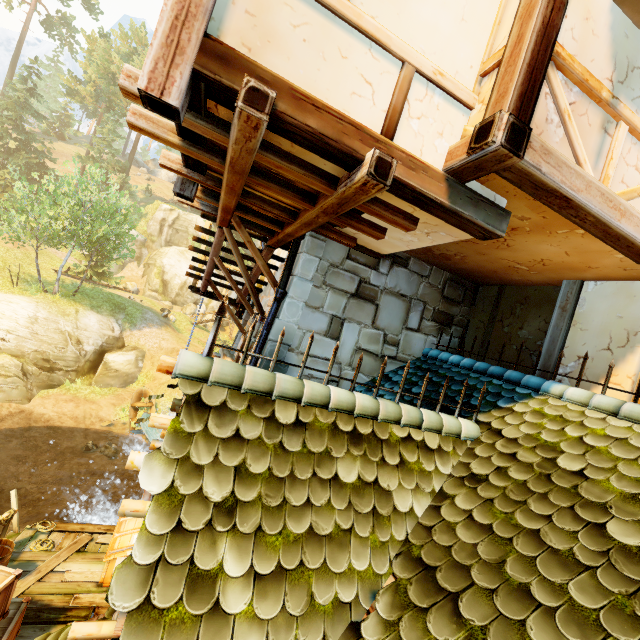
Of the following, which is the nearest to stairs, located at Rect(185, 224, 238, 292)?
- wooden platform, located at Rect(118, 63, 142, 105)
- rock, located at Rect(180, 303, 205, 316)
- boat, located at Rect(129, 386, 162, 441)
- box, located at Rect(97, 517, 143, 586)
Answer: wooden platform, located at Rect(118, 63, 142, 105)

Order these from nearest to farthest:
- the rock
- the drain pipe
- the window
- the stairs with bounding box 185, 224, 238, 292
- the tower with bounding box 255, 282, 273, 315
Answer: the window, the drain pipe, the stairs with bounding box 185, 224, 238, 292, the tower with bounding box 255, 282, 273, 315, the rock

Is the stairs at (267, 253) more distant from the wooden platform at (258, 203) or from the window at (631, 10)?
the window at (631, 10)

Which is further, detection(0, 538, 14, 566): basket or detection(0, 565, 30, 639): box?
detection(0, 538, 14, 566): basket

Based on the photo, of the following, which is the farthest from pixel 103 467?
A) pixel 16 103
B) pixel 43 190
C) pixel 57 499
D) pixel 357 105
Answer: pixel 16 103

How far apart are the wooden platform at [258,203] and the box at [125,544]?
7.3m

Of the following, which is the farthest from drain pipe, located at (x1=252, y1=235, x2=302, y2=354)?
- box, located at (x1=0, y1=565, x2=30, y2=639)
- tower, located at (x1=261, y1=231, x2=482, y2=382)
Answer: box, located at (x1=0, y1=565, x2=30, y2=639)

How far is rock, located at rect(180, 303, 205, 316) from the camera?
38.1 meters
